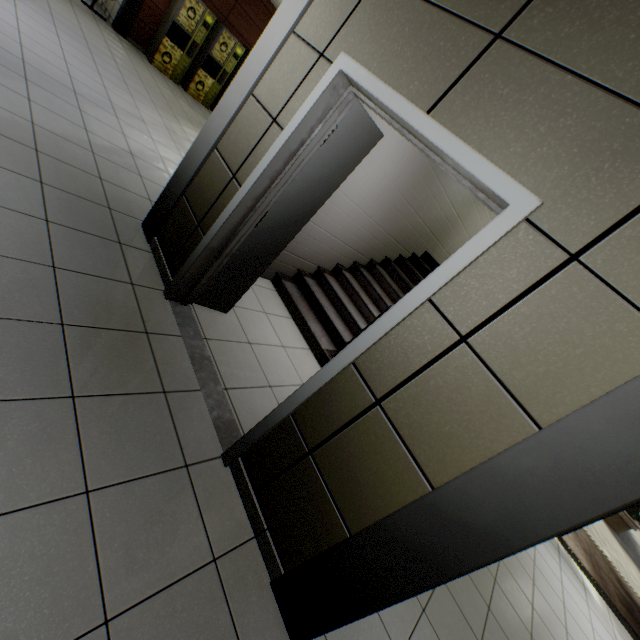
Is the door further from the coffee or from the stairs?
the coffee

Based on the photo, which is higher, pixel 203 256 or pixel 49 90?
pixel 203 256

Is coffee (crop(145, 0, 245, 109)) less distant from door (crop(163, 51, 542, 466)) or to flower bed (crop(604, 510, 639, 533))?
door (crop(163, 51, 542, 466))

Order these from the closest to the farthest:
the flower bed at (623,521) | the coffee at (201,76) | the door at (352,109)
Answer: the door at (352,109) < the coffee at (201,76) < the flower bed at (623,521)

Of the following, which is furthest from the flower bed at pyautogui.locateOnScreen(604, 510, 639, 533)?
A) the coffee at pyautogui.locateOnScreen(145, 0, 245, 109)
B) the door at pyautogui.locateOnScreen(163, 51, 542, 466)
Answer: the coffee at pyautogui.locateOnScreen(145, 0, 245, 109)

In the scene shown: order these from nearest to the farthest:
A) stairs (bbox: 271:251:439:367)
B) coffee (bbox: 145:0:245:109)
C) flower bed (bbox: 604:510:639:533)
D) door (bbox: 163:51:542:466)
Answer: door (bbox: 163:51:542:466)
stairs (bbox: 271:251:439:367)
coffee (bbox: 145:0:245:109)
flower bed (bbox: 604:510:639:533)

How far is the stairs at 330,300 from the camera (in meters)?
4.05
